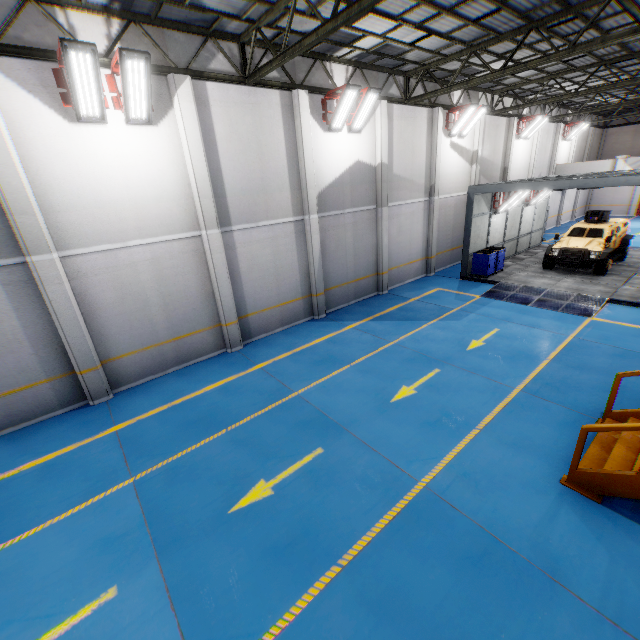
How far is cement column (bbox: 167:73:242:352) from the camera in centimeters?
841cm

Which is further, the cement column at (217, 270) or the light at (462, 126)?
the light at (462, 126)

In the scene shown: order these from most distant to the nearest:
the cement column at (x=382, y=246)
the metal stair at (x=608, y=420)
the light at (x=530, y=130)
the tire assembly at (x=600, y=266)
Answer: the light at (x=530, y=130) < the tire assembly at (x=600, y=266) < the cement column at (x=382, y=246) < the metal stair at (x=608, y=420)

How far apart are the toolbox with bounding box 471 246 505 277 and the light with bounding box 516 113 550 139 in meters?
10.0 m

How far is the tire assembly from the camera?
14.35m

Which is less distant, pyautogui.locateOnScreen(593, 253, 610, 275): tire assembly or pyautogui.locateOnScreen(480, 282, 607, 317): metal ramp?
pyautogui.locateOnScreen(480, 282, 607, 317): metal ramp

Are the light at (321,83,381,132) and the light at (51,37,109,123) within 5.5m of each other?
no

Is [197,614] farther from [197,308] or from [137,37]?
[137,37]
